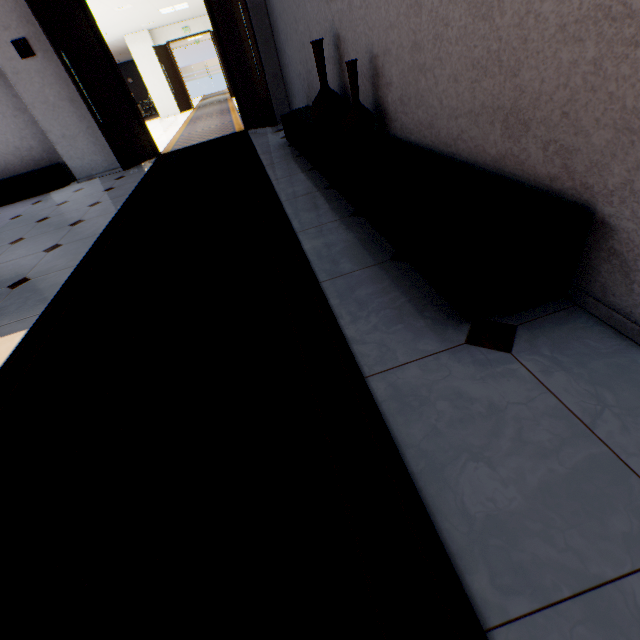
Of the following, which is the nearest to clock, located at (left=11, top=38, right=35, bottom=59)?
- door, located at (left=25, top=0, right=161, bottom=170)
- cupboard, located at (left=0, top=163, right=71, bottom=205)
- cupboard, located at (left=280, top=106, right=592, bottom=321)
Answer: door, located at (left=25, top=0, right=161, bottom=170)

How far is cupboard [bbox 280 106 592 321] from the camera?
1.2m

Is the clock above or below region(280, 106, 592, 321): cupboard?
above

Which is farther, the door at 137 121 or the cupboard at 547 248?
the door at 137 121

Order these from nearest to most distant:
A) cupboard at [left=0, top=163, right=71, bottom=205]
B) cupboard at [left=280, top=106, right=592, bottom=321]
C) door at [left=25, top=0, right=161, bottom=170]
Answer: cupboard at [left=280, top=106, right=592, bottom=321]
door at [left=25, top=0, right=161, bottom=170]
cupboard at [left=0, top=163, right=71, bottom=205]

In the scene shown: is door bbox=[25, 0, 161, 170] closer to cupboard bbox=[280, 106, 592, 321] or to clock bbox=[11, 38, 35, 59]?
clock bbox=[11, 38, 35, 59]

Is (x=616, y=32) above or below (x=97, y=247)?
above

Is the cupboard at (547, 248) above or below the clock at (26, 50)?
below
